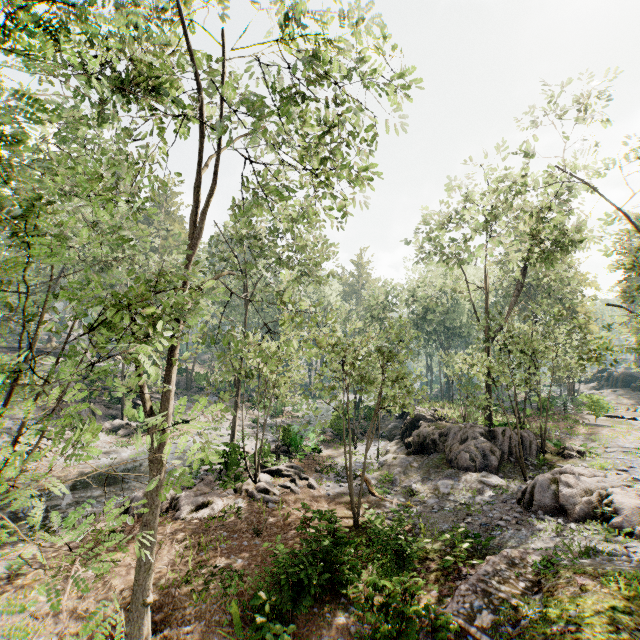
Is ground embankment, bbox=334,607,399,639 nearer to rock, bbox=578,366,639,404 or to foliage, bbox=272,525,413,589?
foliage, bbox=272,525,413,589

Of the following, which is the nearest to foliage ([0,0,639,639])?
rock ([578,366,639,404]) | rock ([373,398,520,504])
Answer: rock ([373,398,520,504])

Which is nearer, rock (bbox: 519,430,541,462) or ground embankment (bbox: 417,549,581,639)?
→ ground embankment (bbox: 417,549,581,639)

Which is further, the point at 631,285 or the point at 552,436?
the point at 552,436

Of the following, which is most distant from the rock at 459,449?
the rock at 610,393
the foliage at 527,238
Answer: the rock at 610,393

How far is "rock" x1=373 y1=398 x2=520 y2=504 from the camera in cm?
1667
